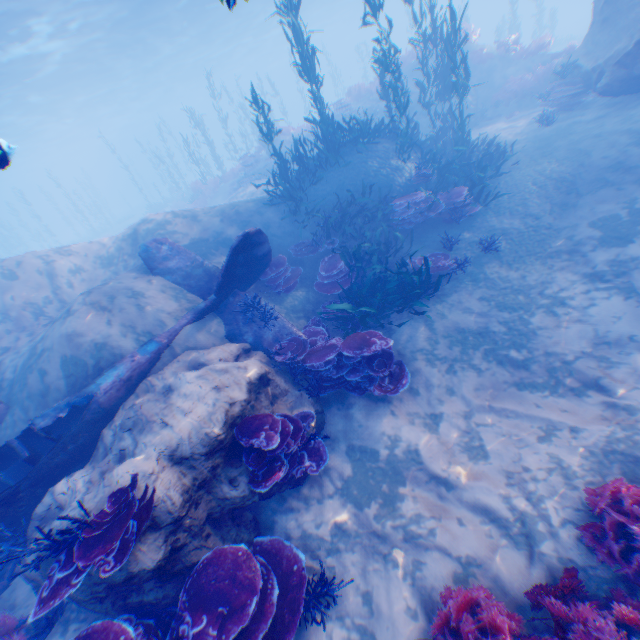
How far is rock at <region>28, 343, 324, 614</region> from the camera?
4.25m

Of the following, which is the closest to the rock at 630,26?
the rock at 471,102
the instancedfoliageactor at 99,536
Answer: the instancedfoliageactor at 99,536

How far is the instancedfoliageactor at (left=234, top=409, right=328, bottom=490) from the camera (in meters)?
4.82

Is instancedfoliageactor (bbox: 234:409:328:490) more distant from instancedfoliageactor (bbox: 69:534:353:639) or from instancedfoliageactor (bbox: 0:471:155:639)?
instancedfoliageactor (bbox: 0:471:155:639)

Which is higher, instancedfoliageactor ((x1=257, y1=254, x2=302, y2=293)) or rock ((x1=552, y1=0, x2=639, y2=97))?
rock ((x1=552, y1=0, x2=639, y2=97))

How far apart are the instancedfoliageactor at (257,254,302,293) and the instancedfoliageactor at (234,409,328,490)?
3.9m

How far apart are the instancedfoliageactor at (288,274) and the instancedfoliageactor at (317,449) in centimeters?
386cm

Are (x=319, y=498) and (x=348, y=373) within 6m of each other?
yes
